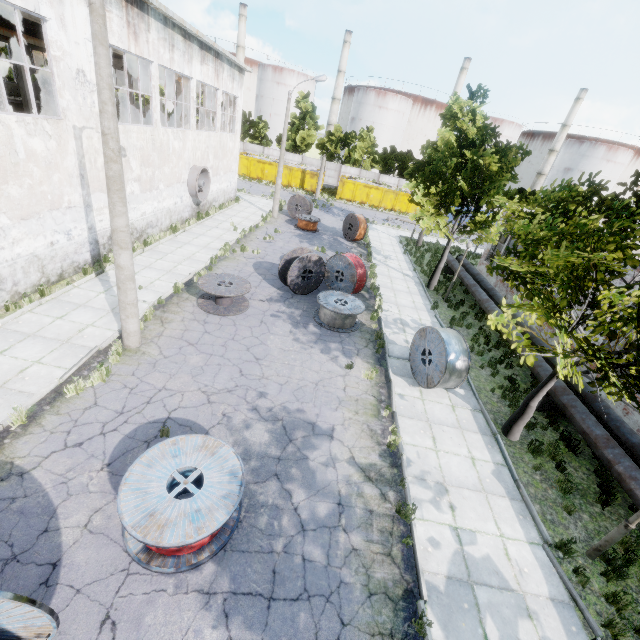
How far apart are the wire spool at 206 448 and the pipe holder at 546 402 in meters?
10.2

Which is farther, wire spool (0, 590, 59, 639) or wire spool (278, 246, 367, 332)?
wire spool (278, 246, 367, 332)

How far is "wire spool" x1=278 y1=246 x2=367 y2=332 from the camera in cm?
1307

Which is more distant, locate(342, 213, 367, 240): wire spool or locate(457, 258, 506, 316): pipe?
locate(342, 213, 367, 240): wire spool

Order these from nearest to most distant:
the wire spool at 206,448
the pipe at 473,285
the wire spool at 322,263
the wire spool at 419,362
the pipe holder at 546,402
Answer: the wire spool at 206,448, the wire spool at 419,362, the pipe holder at 546,402, the wire spool at 322,263, the pipe at 473,285

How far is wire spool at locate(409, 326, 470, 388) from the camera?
9.87m

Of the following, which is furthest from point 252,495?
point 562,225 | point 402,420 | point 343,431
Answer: point 562,225

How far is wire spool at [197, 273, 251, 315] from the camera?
12.2 meters
